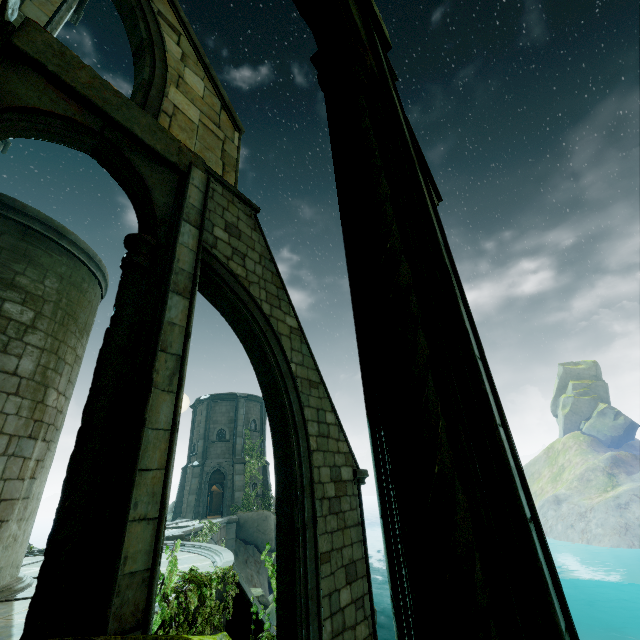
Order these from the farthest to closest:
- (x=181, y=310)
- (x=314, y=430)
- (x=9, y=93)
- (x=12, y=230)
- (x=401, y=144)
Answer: (x=12, y=230) → (x=314, y=430) → (x=181, y=310) → (x=9, y=93) → (x=401, y=144)

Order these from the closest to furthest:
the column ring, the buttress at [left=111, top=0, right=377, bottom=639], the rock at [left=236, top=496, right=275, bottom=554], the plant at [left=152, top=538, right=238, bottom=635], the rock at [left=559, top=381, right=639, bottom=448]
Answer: the column ring
the plant at [left=152, top=538, right=238, bottom=635]
the buttress at [left=111, top=0, right=377, bottom=639]
the rock at [left=236, top=496, right=275, bottom=554]
the rock at [left=559, top=381, right=639, bottom=448]

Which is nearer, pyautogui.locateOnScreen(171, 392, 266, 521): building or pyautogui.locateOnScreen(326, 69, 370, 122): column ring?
pyautogui.locateOnScreen(326, 69, 370, 122): column ring

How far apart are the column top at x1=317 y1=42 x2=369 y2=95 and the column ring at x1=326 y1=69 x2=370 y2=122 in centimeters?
1cm

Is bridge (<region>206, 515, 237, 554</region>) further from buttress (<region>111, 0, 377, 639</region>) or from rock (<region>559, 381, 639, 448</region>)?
rock (<region>559, 381, 639, 448</region>)

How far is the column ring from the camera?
2.95m

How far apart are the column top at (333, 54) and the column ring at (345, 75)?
0.0m

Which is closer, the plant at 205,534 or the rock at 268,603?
the rock at 268,603
